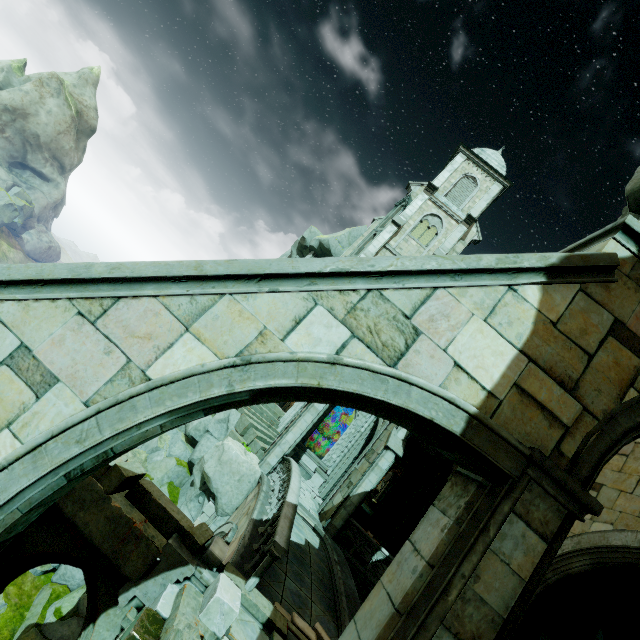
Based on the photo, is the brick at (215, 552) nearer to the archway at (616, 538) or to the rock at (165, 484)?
the archway at (616, 538)

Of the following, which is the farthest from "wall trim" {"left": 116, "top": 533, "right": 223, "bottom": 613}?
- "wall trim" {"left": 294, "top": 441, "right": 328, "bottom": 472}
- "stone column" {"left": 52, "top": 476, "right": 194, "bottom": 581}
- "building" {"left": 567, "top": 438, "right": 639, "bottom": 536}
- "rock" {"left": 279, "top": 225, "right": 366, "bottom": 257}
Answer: "rock" {"left": 279, "top": 225, "right": 366, "bottom": 257}

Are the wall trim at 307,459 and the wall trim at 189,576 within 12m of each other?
no

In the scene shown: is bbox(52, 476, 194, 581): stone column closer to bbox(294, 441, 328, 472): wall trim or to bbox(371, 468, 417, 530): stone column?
bbox(294, 441, 328, 472): wall trim

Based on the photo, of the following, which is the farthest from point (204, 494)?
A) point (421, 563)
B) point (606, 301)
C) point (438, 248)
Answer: point (438, 248)

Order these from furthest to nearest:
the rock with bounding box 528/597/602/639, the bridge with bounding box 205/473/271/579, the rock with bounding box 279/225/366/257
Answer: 1. the rock with bounding box 279/225/366/257
2. the rock with bounding box 528/597/602/639
3. the bridge with bounding box 205/473/271/579

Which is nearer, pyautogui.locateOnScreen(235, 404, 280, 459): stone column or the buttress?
the buttress

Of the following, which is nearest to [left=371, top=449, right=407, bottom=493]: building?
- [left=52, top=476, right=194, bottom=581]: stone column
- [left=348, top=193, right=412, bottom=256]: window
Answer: [left=348, top=193, right=412, bottom=256]: window
